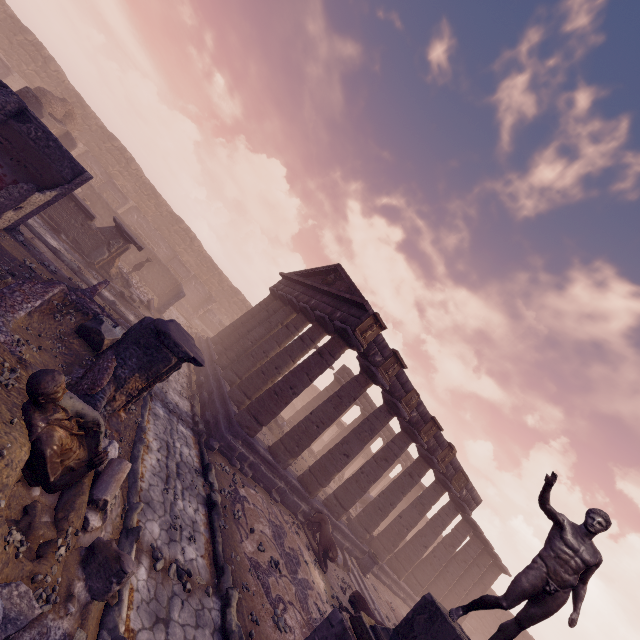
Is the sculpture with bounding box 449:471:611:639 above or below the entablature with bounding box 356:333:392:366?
below

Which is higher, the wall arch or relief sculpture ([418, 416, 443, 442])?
relief sculpture ([418, 416, 443, 442])

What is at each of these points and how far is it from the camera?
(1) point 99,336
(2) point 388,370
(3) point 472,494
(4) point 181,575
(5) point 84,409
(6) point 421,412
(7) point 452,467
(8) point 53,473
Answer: (1) building debris, 7.6 meters
(2) relief sculpture, 13.5 meters
(3) entablature, 18.3 meters
(4) rocks, 5.7 meters
(5) building debris, 5.2 meters
(6) entablature, 15.1 meters
(7) entablature, 17.0 meters
(8) sculpture, 4.0 meters

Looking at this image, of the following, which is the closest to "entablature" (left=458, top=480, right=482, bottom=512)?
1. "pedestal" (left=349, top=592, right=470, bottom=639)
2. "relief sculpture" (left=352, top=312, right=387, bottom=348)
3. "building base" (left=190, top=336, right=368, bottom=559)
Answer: "relief sculpture" (left=352, top=312, right=387, bottom=348)

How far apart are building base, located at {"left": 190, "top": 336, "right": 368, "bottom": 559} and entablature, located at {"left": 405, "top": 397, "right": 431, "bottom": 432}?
5.3 meters

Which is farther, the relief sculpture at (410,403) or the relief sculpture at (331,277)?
the relief sculpture at (331,277)

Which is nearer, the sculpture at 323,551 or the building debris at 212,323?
the sculpture at 323,551

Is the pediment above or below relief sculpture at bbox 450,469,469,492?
above
